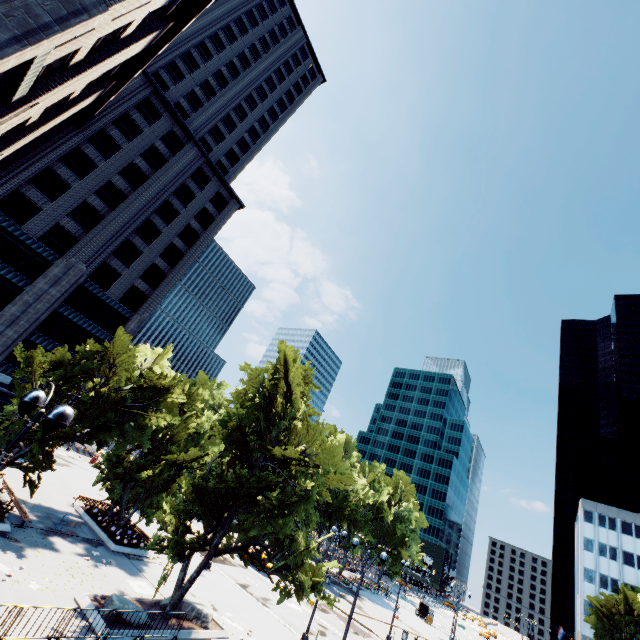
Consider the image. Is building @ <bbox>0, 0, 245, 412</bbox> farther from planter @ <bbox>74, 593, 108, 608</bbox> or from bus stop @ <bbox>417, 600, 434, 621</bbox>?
bus stop @ <bbox>417, 600, 434, 621</bbox>

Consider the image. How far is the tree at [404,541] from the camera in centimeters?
5850cm

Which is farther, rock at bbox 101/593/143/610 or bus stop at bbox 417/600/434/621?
bus stop at bbox 417/600/434/621

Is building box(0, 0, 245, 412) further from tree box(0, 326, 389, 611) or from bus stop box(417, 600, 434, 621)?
bus stop box(417, 600, 434, 621)

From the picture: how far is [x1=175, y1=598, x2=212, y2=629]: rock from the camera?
17.22m

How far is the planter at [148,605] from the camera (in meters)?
16.34

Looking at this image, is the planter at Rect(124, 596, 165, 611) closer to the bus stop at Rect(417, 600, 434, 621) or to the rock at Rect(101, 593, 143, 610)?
the rock at Rect(101, 593, 143, 610)

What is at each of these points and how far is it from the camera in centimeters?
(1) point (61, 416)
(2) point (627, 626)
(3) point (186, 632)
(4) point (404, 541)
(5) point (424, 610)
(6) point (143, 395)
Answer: (1) light, 600cm
(2) tree, 5338cm
(3) planter, 1587cm
(4) tree, 5884cm
(5) bus stop, 5619cm
(6) tree, 2492cm
